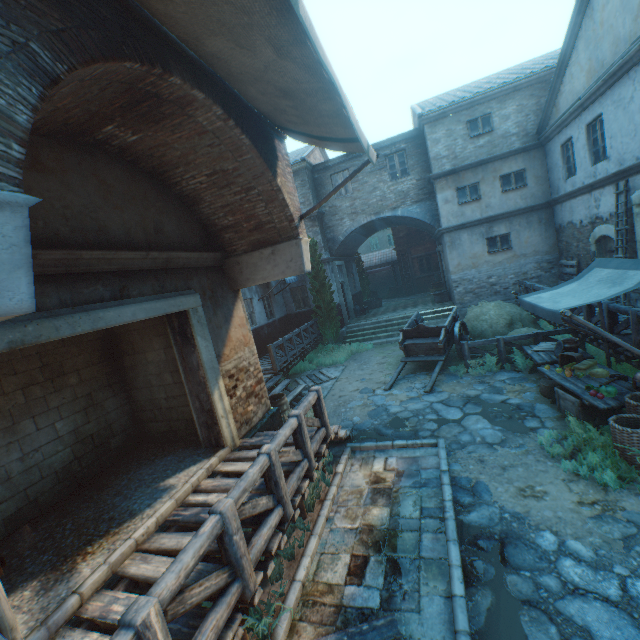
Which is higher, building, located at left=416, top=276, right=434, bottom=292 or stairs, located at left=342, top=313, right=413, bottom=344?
building, located at left=416, top=276, right=434, bottom=292

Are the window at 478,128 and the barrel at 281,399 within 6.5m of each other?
no

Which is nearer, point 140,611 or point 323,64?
point 140,611

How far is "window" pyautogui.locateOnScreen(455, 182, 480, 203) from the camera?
14.66m

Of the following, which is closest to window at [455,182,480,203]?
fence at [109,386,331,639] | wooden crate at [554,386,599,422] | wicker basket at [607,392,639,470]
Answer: wooden crate at [554,386,599,422]

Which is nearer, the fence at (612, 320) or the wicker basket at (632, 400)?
the wicker basket at (632, 400)

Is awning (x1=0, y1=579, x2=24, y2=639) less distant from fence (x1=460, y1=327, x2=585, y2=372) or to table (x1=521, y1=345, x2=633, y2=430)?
table (x1=521, y1=345, x2=633, y2=430)

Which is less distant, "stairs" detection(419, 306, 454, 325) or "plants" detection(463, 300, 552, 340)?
"plants" detection(463, 300, 552, 340)
